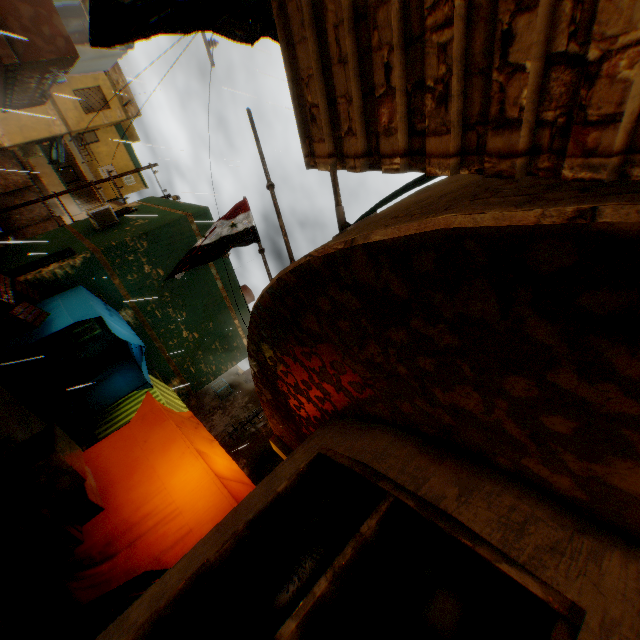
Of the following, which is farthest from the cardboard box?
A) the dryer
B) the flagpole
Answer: the flagpole

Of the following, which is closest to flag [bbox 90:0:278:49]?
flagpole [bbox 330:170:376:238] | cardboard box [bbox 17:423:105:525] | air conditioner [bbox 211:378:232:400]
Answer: flagpole [bbox 330:170:376:238]

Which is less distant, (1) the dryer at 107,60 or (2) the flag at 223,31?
(2) the flag at 223,31

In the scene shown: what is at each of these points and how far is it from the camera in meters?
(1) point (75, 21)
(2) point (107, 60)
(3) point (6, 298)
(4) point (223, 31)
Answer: (1) building, 9.0
(2) dryer, 8.3
(3) table, 7.6
(4) flag, 2.4

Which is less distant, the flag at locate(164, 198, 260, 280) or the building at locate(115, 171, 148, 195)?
the flag at locate(164, 198, 260, 280)

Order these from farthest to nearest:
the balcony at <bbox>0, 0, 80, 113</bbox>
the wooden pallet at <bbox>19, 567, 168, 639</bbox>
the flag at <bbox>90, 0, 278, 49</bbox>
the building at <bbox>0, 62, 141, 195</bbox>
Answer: the building at <bbox>0, 62, 141, 195</bbox> < the balcony at <bbox>0, 0, 80, 113</bbox> < the wooden pallet at <bbox>19, 567, 168, 639</bbox> < the flag at <bbox>90, 0, 278, 49</bbox>

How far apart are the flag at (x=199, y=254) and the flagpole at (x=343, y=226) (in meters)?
1.25

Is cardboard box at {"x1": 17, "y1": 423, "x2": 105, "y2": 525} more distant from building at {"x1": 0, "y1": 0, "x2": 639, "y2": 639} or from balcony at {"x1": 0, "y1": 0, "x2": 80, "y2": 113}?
balcony at {"x1": 0, "y1": 0, "x2": 80, "y2": 113}
